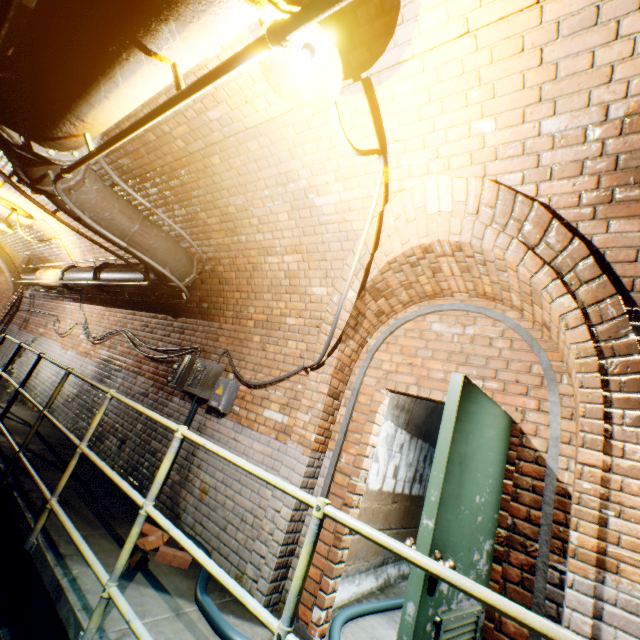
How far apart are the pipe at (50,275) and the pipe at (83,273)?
0.2 meters

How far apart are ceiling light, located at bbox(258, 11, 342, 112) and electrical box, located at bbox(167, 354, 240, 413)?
3.2 meters

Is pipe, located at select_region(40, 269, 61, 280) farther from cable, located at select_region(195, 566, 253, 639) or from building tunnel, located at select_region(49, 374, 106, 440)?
cable, located at select_region(195, 566, 253, 639)

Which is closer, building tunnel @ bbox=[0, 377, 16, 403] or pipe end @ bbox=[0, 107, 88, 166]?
pipe end @ bbox=[0, 107, 88, 166]

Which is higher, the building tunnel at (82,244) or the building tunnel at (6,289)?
the building tunnel at (82,244)

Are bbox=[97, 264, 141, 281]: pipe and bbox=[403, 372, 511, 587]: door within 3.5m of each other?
no

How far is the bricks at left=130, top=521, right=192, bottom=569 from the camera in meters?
2.7 m

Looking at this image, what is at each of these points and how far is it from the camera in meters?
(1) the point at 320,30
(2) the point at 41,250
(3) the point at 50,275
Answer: (1) ceiling light, 1.5 m
(2) building tunnel, 9.3 m
(3) pipe, 7.6 m
